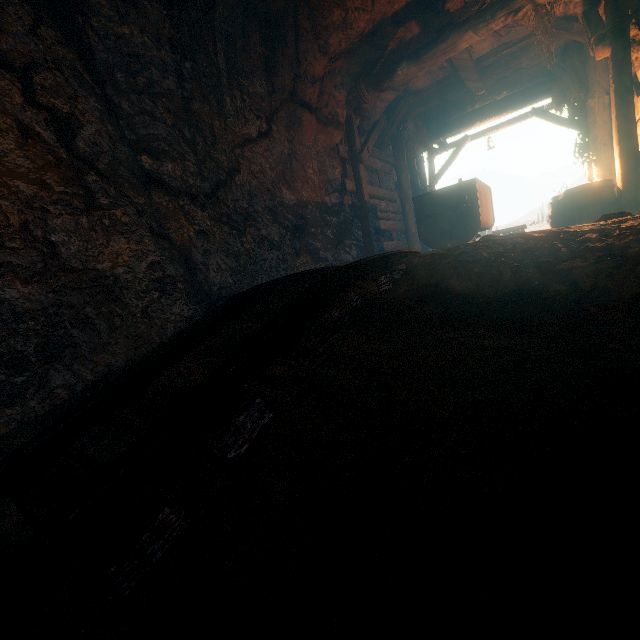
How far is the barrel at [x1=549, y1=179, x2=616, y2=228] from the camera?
4.9 meters

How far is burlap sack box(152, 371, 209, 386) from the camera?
1.9m

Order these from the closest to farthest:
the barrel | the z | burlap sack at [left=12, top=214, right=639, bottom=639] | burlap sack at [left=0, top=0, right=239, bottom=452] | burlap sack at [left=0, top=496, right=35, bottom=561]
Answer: burlap sack at [left=12, top=214, right=639, bottom=639] < burlap sack at [left=0, top=496, right=35, bottom=561] < burlap sack at [left=0, top=0, right=239, bottom=452] < the z < the barrel

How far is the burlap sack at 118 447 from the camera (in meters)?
1.84

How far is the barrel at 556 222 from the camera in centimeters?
488cm

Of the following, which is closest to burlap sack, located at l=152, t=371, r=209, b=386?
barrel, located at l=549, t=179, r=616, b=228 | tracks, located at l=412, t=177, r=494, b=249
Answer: tracks, located at l=412, t=177, r=494, b=249

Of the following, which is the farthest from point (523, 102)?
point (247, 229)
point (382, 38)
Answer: point (247, 229)
